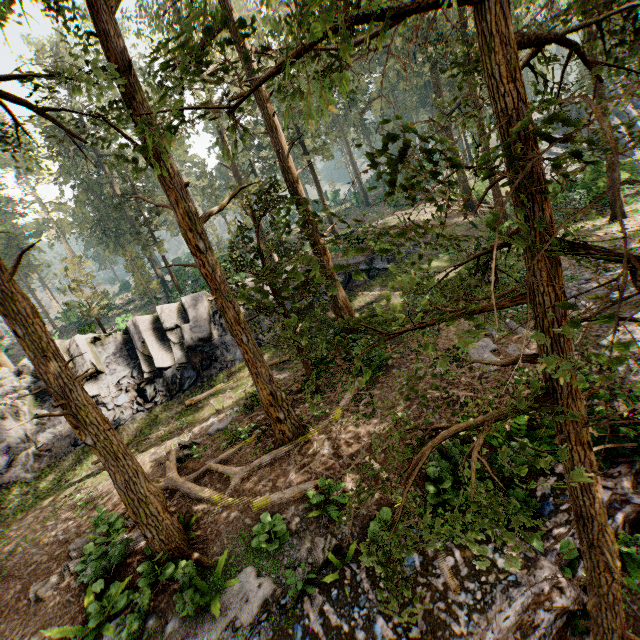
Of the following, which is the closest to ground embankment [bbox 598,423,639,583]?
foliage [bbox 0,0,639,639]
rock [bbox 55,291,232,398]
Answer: foliage [bbox 0,0,639,639]

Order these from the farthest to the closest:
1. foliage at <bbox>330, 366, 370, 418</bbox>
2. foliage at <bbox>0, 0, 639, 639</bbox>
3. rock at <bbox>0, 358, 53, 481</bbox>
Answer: rock at <bbox>0, 358, 53, 481</bbox> < foliage at <bbox>330, 366, 370, 418</bbox> < foliage at <bbox>0, 0, 639, 639</bbox>

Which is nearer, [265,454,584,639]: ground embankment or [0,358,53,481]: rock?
[265,454,584,639]: ground embankment

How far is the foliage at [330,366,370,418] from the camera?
2.98m

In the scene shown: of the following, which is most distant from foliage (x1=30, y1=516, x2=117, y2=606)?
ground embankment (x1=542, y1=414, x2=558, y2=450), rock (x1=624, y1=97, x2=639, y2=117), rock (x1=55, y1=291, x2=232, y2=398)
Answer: rock (x1=624, y1=97, x2=639, y2=117)

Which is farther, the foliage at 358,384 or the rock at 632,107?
the rock at 632,107

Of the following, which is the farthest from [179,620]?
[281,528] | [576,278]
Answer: [576,278]

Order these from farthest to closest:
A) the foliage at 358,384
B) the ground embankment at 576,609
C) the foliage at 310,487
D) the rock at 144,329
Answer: the rock at 144,329
the foliage at 310,487
the ground embankment at 576,609
the foliage at 358,384
